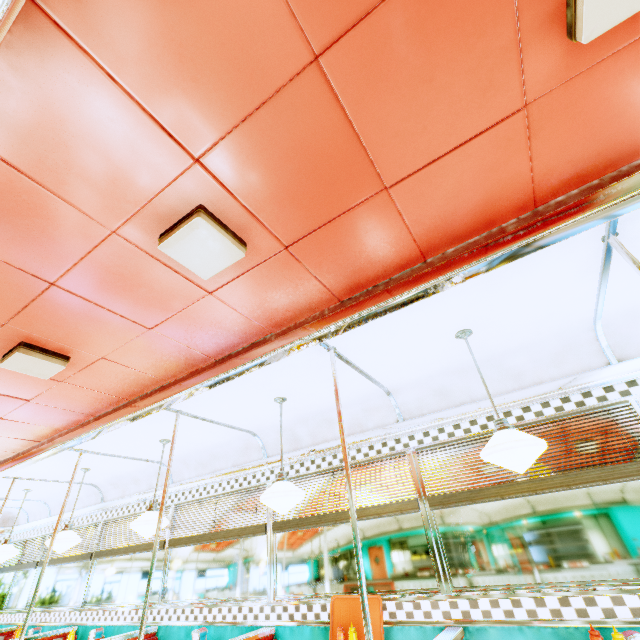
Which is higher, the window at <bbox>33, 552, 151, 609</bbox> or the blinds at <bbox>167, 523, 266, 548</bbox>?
the blinds at <bbox>167, 523, 266, 548</bbox>

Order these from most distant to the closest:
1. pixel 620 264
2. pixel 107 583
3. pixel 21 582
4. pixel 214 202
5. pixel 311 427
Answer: pixel 21 582 → pixel 107 583 → pixel 311 427 → pixel 620 264 → pixel 214 202

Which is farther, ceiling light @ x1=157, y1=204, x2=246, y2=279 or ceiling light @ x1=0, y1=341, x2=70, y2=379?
ceiling light @ x1=0, y1=341, x2=70, y2=379

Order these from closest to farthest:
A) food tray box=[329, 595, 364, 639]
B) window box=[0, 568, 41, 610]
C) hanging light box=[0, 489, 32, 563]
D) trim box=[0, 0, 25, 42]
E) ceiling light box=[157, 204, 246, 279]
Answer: trim box=[0, 0, 25, 42], ceiling light box=[157, 204, 246, 279], food tray box=[329, 595, 364, 639], hanging light box=[0, 489, 32, 563], window box=[0, 568, 41, 610]

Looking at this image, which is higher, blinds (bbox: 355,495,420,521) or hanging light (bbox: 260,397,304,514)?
hanging light (bbox: 260,397,304,514)

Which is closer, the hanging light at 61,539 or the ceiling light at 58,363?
the ceiling light at 58,363

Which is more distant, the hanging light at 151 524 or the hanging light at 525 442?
the hanging light at 151 524

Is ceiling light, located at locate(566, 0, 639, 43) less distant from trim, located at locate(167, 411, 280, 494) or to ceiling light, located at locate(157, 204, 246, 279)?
trim, located at locate(167, 411, 280, 494)
